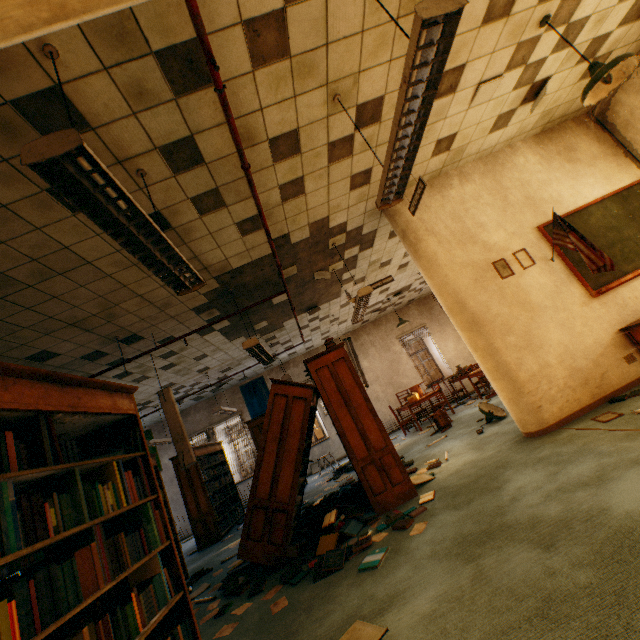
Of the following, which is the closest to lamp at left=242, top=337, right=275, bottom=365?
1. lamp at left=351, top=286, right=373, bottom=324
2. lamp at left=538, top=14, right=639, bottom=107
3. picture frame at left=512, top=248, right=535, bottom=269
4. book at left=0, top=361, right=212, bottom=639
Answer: lamp at left=351, top=286, right=373, bottom=324

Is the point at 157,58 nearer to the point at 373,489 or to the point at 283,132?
the point at 283,132

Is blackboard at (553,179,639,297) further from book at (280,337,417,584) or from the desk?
book at (280,337,417,584)

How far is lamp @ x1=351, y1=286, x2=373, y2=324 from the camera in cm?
519

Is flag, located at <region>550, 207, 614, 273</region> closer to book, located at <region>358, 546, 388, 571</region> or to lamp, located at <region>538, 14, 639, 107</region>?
lamp, located at <region>538, 14, 639, 107</region>

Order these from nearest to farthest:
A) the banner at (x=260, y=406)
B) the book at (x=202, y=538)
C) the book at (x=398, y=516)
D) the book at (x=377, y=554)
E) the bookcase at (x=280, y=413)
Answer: the book at (x=377, y=554)
the book at (x=398, y=516)
the bookcase at (x=280, y=413)
the book at (x=202, y=538)
the banner at (x=260, y=406)

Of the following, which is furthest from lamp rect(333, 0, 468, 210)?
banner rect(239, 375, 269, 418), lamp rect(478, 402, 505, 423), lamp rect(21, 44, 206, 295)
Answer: banner rect(239, 375, 269, 418)

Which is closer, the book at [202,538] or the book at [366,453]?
the book at [366,453]
